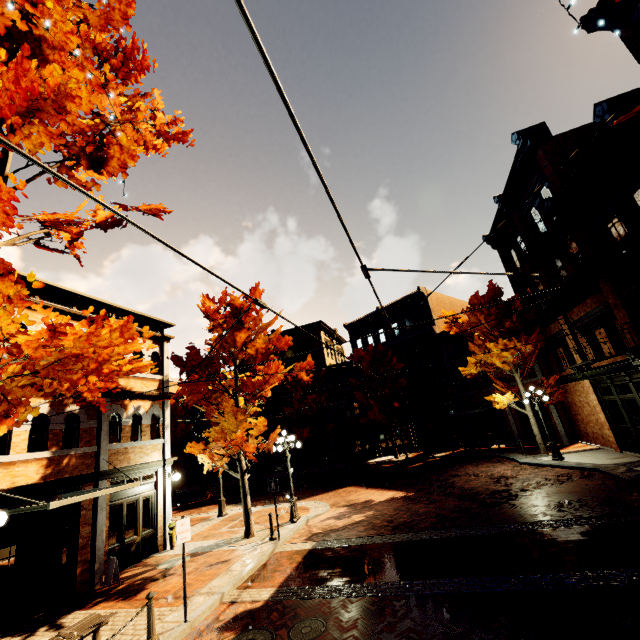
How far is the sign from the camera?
7.1 meters

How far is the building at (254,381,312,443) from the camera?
34.5 meters

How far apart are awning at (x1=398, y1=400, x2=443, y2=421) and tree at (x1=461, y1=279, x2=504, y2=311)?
9.0m

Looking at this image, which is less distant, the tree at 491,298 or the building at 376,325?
the tree at 491,298

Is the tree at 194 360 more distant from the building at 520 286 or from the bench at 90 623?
the bench at 90 623

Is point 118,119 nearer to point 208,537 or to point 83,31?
point 83,31

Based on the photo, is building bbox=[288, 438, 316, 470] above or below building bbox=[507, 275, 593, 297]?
below
